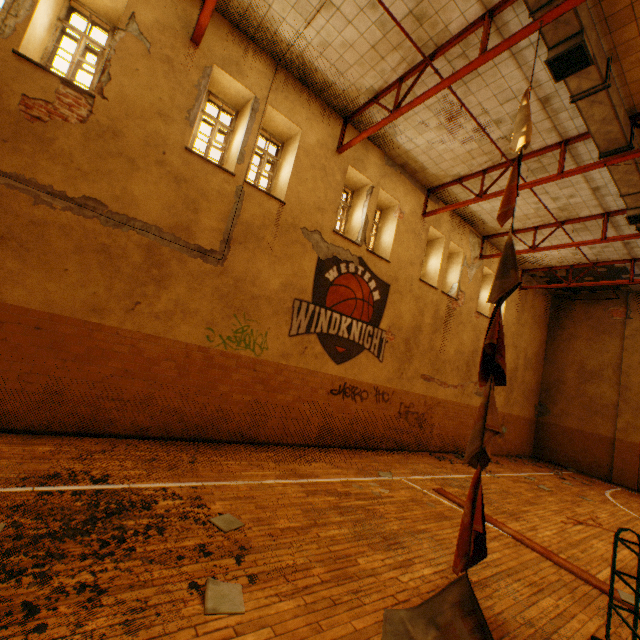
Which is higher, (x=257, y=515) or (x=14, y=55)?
(x=14, y=55)

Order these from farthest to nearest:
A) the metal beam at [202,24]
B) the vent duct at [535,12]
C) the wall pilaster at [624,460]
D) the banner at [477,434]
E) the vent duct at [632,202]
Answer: the wall pilaster at [624,460], the vent duct at [632,202], the metal beam at [202,24], the vent duct at [535,12], the banner at [477,434]

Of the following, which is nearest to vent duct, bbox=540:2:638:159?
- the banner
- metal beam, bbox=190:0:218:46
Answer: metal beam, bbox=190:0:218:46

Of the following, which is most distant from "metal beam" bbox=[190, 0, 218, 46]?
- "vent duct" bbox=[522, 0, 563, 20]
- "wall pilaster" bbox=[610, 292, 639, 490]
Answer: "wall pilaster" bbox=[610, 292, 639, 490]

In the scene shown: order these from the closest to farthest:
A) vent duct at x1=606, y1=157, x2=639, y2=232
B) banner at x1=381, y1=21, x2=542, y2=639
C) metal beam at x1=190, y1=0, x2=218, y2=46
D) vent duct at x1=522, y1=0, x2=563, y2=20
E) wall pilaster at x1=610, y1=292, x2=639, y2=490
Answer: banner at x1=381, y1=21, x2=542, y2=639, vent duct at x1=522, y1=0, x2=563, y2=20, metal beam at x1=190, y1=0, x2=218, y2=46, vent duct at x1=606, y1=157, x2=639, y2=232, wall pilaster at x1=610, y1=292, x2=639, y2=490

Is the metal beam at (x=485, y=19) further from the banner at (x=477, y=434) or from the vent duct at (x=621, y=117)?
the banner at (x=477, y=434)

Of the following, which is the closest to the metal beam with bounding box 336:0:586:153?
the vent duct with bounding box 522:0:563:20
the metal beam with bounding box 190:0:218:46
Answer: the vent duct with bounding box 522:0:563:20

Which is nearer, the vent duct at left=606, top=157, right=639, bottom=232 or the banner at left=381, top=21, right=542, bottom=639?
the banner at left=381, top=21, right=542, bottom=639
